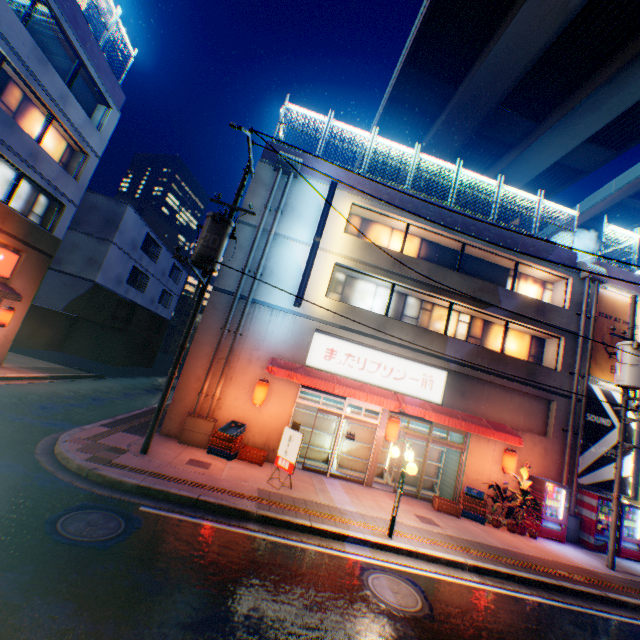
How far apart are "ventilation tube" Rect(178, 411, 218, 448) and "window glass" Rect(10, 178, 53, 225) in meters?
12.0 m

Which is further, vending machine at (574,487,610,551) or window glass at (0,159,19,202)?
window glass at (0,159,19,202)

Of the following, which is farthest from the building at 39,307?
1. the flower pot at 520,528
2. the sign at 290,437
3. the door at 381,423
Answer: the sign at 290,437

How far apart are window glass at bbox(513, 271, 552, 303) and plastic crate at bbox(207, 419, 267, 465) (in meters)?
13.13

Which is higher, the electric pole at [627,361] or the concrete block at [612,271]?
the concrete block at [612,271]

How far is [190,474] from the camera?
8.6m

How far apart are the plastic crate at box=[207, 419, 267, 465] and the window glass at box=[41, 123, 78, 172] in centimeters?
1483cm

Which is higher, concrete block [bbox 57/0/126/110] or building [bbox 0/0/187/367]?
concrete block [bbox 57/0/126/110]
